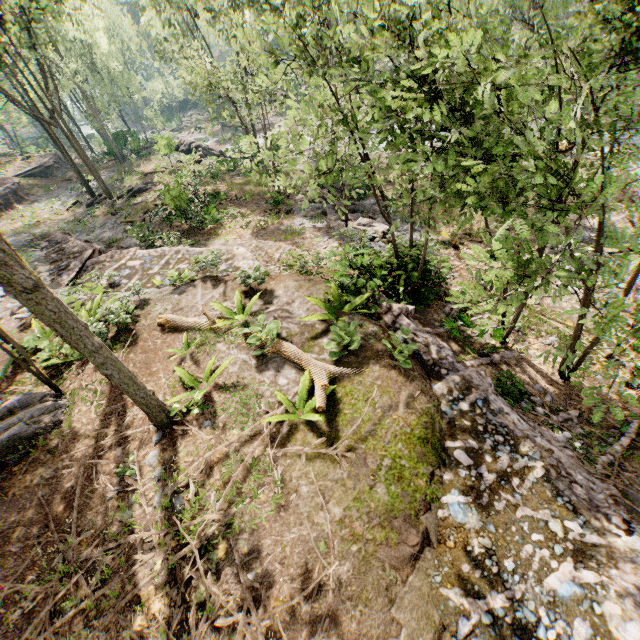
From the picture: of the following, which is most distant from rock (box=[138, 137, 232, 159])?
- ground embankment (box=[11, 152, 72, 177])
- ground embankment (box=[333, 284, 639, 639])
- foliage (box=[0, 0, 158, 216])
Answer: ground embankment (box=[333, 284, 639, 639])

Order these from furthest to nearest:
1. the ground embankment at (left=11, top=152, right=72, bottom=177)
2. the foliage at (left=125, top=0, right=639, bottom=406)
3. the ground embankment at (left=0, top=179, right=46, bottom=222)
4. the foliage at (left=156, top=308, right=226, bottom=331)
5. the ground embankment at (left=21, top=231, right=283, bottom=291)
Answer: the ground embankment at (left=11, top=152, right=72, bottom=177) < the ground embankment at (left=0, top=179, right=46, bottom=222) < the ground embankment at (left=21, top=231, right=283, bottom=291) < the foliage at (left=156, top=308, right=226, bottom=331) < the foliage at (left=125, top=0, right=639, bottom=406)

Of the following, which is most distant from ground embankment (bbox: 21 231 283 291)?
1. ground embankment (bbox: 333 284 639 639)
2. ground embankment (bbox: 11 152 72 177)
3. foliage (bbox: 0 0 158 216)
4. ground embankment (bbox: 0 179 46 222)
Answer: ground embankment (bbox: 11 152 72 177)

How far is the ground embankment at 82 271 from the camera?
12.26m

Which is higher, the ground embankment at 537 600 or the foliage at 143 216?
the ground embankment at 537 600

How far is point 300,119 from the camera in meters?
7.2 m

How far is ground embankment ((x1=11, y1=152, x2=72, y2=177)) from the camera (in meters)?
37.66

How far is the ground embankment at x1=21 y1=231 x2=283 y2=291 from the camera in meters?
12.3
